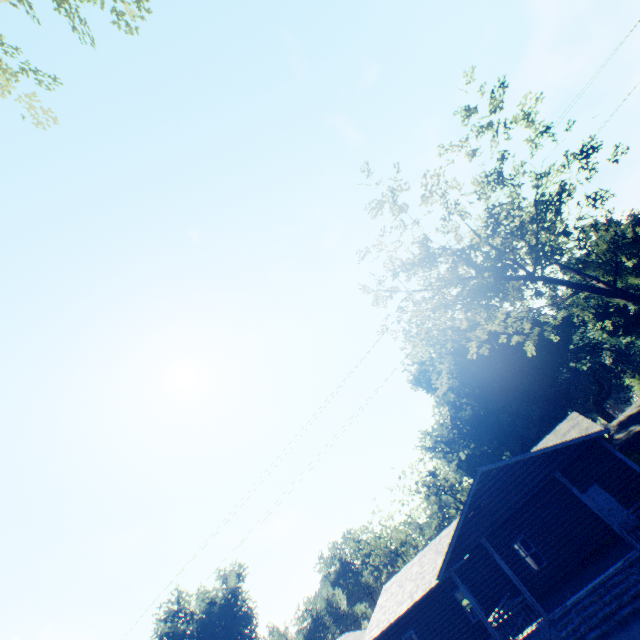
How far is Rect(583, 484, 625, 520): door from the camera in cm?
1714

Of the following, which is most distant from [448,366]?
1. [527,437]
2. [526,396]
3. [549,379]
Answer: [549,379]

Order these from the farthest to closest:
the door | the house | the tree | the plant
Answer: the plant < the door < the tree < the house

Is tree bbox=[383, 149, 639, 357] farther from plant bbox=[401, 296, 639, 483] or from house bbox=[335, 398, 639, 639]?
plant bbox=[401, 296, 639, 483]

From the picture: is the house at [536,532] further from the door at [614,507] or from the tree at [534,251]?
the tree at [534,251]

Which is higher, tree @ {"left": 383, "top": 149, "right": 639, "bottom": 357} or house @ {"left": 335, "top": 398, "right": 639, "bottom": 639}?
tree @ {"left": 383, "top": 149, "right": 639, "bottom": 357}

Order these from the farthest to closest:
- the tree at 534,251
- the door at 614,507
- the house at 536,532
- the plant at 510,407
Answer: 1. the plant at 510,407
2. the door at 614,507
3. the tree at 534,251
4. the house at 536,532

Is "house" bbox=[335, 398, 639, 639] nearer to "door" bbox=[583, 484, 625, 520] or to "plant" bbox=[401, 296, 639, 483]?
"door" bbox=[583, 484, 625, 520]
